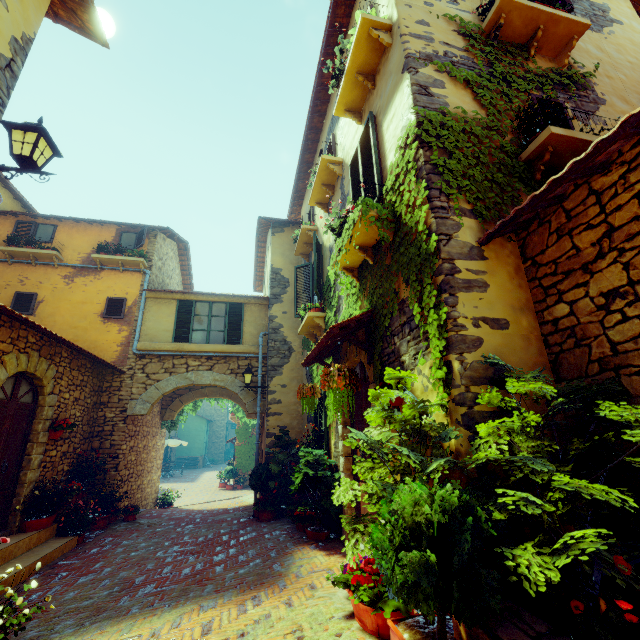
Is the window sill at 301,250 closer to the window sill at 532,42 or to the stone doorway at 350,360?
the stone doorway at 350,360

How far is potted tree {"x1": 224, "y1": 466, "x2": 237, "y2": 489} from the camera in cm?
1897

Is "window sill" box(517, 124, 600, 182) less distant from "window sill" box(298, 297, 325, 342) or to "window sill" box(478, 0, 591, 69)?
"window sill" box(478, 0, 591, 69)

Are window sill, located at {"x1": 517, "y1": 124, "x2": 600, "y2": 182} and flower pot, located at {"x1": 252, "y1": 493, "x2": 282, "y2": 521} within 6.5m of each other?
no

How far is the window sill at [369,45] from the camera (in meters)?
4.61

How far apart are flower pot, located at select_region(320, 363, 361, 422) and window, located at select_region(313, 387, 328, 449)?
2.7m

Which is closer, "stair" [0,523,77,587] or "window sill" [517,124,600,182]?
"window sill" [517,124,600,182]

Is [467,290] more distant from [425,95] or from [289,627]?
[289,627]
